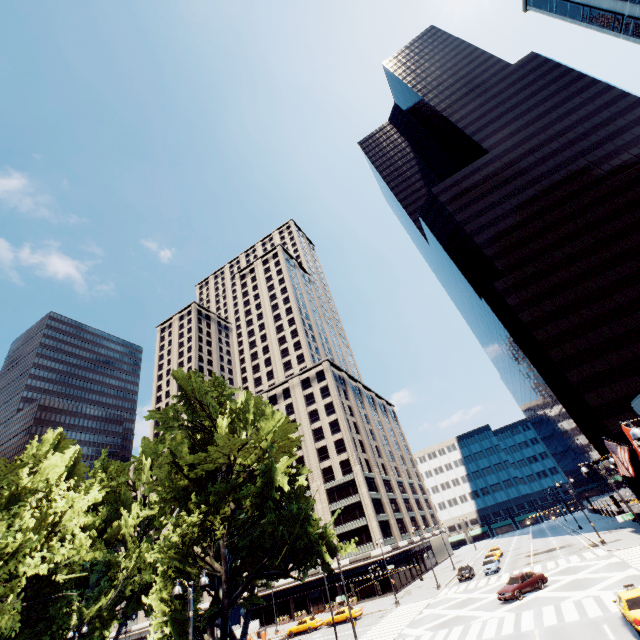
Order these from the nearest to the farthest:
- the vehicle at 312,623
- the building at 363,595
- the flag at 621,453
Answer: the flag at 621,453
the vehicle at 312,623
the building at 363,595

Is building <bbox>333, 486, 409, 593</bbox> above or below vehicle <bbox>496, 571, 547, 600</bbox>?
above

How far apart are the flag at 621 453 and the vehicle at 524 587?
14.8 meters

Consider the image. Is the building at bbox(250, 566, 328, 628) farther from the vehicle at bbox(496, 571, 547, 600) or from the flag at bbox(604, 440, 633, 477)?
the flag at bbox(604, 440, 633, 477)

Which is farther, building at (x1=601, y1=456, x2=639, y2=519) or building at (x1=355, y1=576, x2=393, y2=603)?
building at (x1=355, y1=576, x2=393, y2=603)

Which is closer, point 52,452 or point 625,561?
point 52,452

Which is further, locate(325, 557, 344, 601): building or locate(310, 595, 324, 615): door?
locate(310, 595, 324, 615): door

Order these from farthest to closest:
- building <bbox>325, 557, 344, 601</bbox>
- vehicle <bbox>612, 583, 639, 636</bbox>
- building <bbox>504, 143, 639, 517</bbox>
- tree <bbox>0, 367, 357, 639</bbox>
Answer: building <bbox>325, 557, 344, 601</bbox>
building <bbox>504, 143, 639, 517</bbox>
tree <bbox>0, 367, 357, 639</bbox>
vehicle <bbox>612, 583, 639, 636</bbox>
